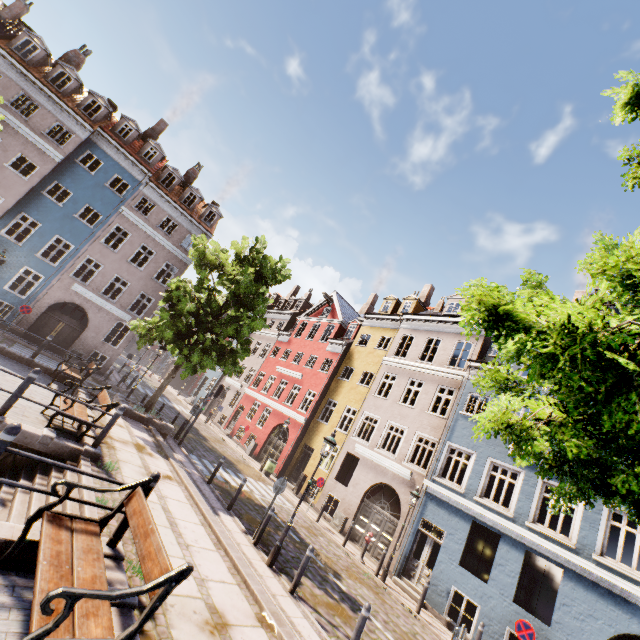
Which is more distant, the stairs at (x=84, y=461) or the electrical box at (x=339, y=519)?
the electrical box at (x=339, y=519)

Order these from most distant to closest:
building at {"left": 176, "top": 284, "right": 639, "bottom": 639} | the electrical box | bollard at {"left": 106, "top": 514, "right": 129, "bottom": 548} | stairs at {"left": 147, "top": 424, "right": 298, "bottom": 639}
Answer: the electrical box < building at {"left": 176, "top": 284, "right": 639, "bottom": 639} < stairs at {"left": 147, "top": 424, "right": 298, "bottom": 639} < bollard at {"left": 106, "top": 514, "right": 129, "bottom": 548}

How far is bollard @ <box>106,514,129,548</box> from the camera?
4.8m

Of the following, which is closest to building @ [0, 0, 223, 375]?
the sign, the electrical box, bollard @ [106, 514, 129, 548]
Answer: the electrical box

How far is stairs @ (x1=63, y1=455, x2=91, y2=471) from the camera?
7.1m

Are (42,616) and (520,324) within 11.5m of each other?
yes

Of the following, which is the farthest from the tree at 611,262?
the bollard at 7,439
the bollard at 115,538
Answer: the bollard at 7,439

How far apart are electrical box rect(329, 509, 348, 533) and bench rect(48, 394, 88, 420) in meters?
13.5
